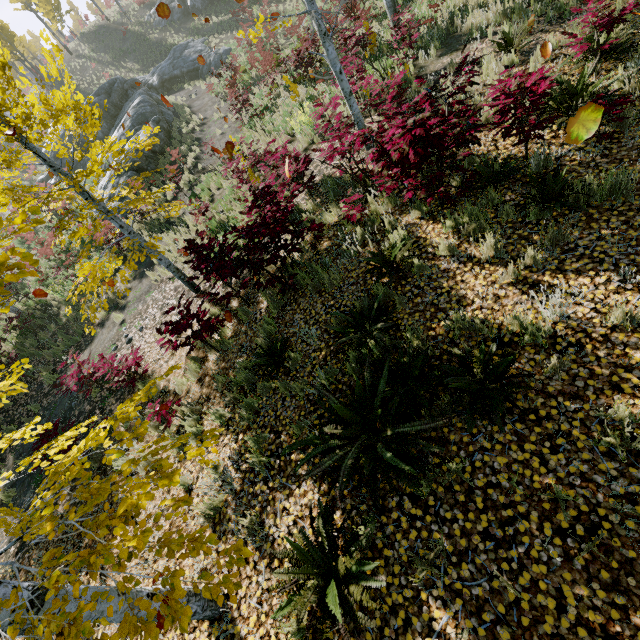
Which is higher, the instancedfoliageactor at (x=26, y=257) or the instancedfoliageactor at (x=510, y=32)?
the instancedfoliageactor at (x=26, y=257)

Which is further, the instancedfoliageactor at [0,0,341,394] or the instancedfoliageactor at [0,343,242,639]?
the instancedfoliageactor at [0,0,341,394]

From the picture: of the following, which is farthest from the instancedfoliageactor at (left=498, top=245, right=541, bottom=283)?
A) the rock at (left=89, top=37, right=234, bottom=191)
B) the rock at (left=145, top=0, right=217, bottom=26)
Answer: the rock at (left=145, top=0, right=217, bottom=26)

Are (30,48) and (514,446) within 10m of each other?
no

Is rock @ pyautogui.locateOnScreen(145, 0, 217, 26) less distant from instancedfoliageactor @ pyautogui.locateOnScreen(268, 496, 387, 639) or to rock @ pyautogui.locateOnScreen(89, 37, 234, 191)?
rock @ pyautogui.locateOnScreen(89, 37, 234, 191)

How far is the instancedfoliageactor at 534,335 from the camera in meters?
3.3 m
